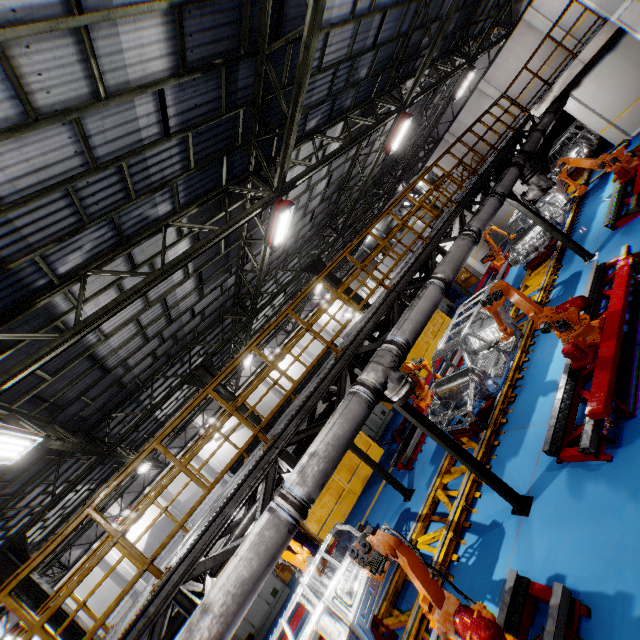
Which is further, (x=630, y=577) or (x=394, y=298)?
(x=394, y=298)

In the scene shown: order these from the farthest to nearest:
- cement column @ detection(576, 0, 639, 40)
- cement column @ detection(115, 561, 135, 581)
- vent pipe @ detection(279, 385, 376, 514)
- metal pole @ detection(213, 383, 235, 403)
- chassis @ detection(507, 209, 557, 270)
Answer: cement column @ detection(115, 561, 135, 581) → metal pole @ detection(213, 383, 235, 403) → chassis @ detection(507, 209, 557, 270) → cement column @ detection(576, 0, 639, 40) → vent pipe @ detection(279, 385, 376, 514)

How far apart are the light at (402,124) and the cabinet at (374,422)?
10.3m

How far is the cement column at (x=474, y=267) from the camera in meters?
18.6 m

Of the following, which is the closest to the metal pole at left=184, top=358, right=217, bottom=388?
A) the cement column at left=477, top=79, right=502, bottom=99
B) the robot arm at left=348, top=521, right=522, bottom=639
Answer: the robot arm at left=348, top=521, right=522, bottom=639

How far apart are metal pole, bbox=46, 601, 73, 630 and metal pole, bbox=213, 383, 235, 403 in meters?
6.2

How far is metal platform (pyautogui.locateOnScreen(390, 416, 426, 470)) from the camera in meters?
10.1

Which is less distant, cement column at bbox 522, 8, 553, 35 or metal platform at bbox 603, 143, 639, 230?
metal platform at bbox 603, 143, 639, 230
